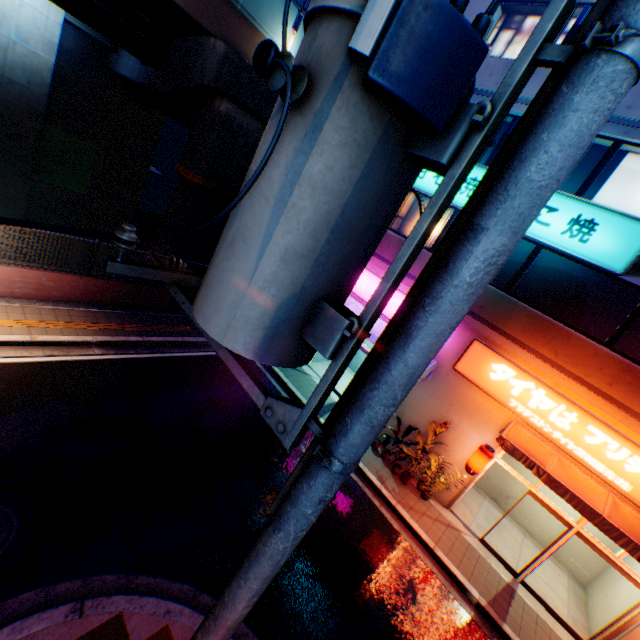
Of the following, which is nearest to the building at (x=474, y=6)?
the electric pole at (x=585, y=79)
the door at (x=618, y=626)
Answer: the door at (x=618, y=626)

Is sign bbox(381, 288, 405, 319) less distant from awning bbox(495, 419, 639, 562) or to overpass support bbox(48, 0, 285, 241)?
awning bbox(495, 419, 639, 562)

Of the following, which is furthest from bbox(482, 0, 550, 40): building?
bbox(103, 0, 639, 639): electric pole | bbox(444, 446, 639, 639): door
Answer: bbox(103, 0, 639, 639): electric pole

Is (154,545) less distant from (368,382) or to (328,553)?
(328,553)

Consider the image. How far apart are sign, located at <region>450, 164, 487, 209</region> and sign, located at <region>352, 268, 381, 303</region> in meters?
3.0 m

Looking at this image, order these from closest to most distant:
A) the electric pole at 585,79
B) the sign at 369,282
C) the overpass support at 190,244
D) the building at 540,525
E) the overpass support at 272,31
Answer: the electric pole at 585,79, the overpass support at 272,31, the building at 540,525, the sign at 369,282, the overpass support at 190,244

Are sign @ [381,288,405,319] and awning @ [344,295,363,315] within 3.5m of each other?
yes
